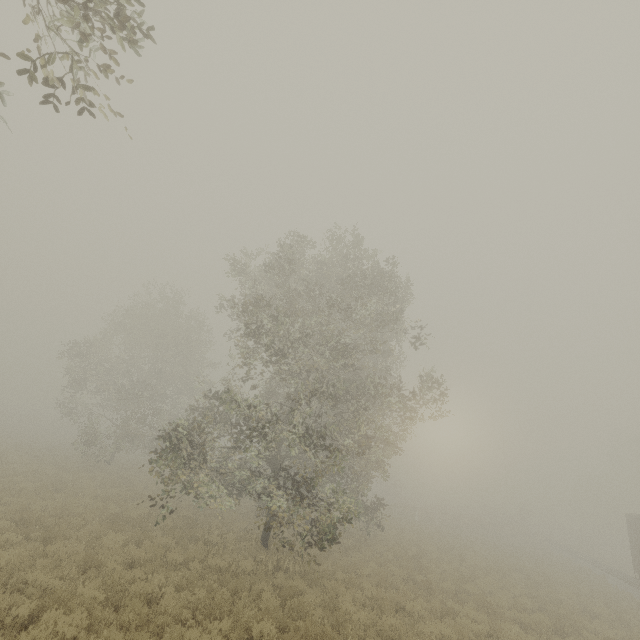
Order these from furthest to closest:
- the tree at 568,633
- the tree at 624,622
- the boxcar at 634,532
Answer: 1. the boxcar at 634,532
2. the tree at 624,622
3. the tree at 568,633

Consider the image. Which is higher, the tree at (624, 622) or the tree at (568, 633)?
the tree at (624, 622)

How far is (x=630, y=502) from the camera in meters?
48.5

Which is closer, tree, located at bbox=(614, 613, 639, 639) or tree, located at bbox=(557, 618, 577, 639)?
tree, located at bbox=(557, 618, 577, 639)

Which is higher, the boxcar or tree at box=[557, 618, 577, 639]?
the boxcar

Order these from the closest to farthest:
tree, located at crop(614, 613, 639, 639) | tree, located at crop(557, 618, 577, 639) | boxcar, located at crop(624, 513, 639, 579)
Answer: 1. tree, located at crop(557, 618, 577, 639)
2. tree, located at crop(614, 613, 639, 639)
3. boxcar, located at crop(624, 513, 639, 579)

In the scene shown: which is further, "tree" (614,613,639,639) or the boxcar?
the boxcar
